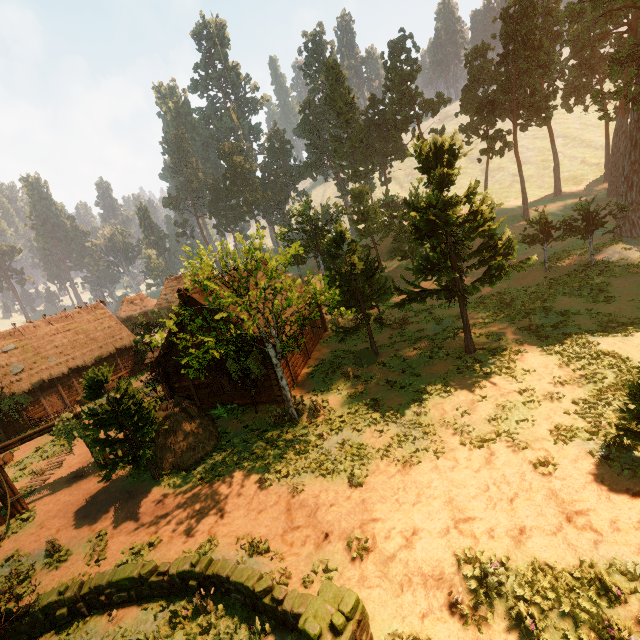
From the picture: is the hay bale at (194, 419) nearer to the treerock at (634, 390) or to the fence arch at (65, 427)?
the treerock at (634, 390)

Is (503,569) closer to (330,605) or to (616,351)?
(330,605)

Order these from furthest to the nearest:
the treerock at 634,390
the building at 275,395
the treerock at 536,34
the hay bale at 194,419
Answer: the building at 275,395 → the hay bale at 194,419 → the treerock at 536,34 → the treerock at 634,390

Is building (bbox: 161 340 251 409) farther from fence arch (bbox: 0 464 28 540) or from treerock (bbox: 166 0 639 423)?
fence arch (bbox: 0 464 28 540)

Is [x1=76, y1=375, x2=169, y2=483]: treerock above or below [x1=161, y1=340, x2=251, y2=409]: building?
above

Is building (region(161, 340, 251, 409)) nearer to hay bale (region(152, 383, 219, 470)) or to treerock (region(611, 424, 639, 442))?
treerock (region(611, 424, 639, 442))

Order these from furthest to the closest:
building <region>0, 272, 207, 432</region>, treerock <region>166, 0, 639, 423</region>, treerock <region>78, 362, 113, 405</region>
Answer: building <region>0, 272, 207, 432</region> < treerock <region>166, 0, 639, 423</region> < treerock <region>78, 362, 113, 405</region>

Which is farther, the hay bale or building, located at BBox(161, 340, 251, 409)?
building, located at BBox(161, 340, 251, 409)
